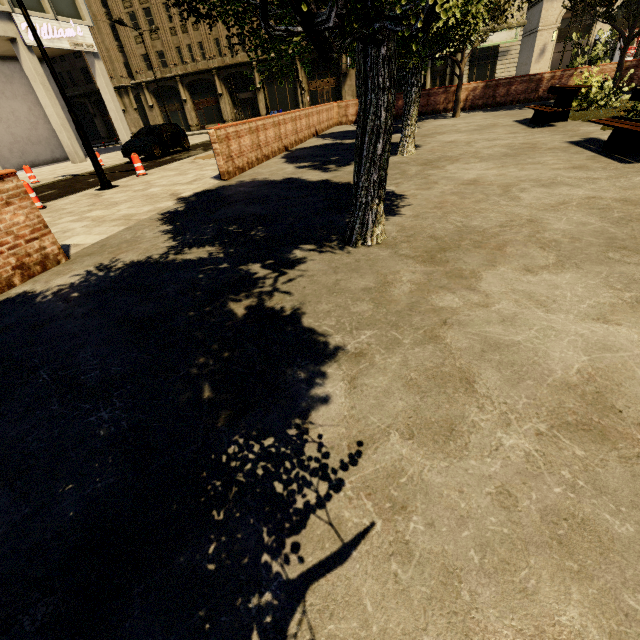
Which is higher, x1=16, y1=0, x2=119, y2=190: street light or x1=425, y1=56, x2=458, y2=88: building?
x1=425, y1=56, x2=458, y2=88: building

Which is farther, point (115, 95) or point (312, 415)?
point (115, 95)

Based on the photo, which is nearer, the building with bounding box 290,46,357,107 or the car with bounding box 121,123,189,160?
the car with bounding box 121,123,189,160

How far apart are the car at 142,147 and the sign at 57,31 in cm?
728

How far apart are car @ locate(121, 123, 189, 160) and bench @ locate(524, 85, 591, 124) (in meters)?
16.30

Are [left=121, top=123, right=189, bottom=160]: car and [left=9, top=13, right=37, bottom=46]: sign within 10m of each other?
yes

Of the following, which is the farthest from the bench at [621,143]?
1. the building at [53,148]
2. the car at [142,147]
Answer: the building at [53,148]

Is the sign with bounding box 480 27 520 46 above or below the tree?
above
